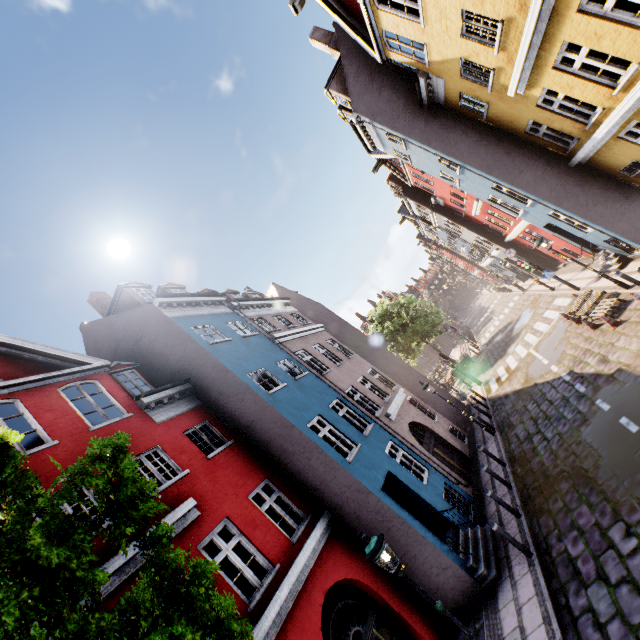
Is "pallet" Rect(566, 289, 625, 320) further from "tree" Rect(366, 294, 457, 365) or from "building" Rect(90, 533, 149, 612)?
"tree" Rect(366, 294, 457, 365)

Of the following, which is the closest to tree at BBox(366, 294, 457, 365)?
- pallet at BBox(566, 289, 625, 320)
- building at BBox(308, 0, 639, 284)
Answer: building at BBox(308, 0, 639, 284)

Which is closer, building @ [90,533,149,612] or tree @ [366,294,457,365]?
building @ [90,533,149,612]

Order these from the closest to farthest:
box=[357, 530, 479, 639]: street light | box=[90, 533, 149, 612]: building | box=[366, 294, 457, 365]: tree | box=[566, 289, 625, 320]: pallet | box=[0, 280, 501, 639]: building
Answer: box=[357, 530, 479, 639]: street light → box=[90, 533, 149, 612]: building → box=[0, 280, 501, 639]: building → box=[566, 289, 625, 320]: pallet → box=[366, 294, 457, 365]: tree

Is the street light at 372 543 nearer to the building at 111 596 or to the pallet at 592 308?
the building at 111 596

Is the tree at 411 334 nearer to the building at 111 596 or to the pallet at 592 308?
the building at 111 596

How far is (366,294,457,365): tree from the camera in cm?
3294

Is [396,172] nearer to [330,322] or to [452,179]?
[452,179]
